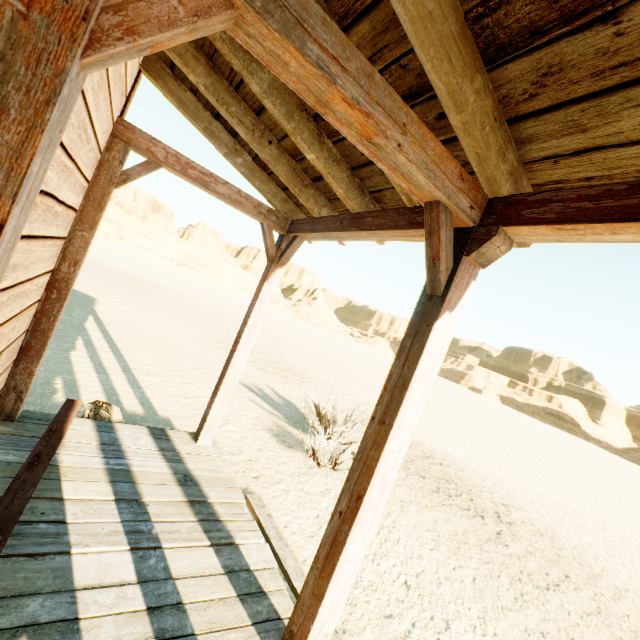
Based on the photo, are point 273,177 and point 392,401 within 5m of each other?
yes
